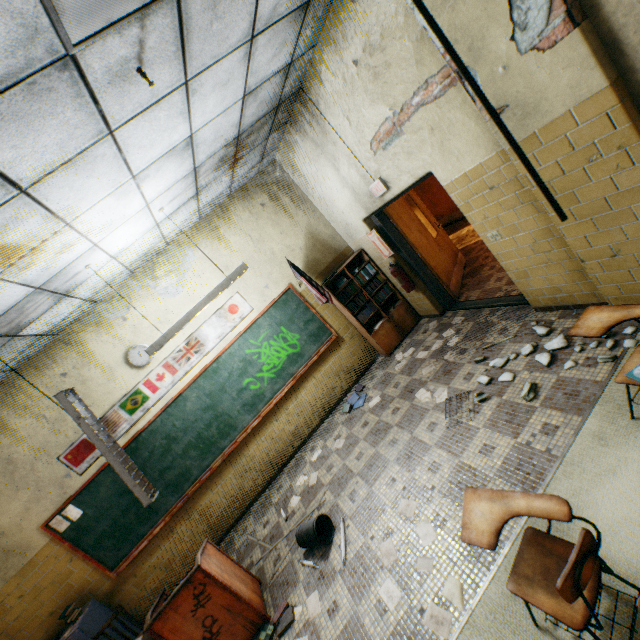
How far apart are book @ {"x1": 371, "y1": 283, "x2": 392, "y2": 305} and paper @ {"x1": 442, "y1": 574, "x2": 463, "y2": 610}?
3.9m

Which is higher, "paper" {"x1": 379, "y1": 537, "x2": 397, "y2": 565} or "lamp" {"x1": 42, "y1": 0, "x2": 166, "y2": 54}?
"lamp" {"x1": 42, "y1": 0, "x2": 166, "y2": 54}

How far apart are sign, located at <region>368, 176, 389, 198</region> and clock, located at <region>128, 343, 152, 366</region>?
4.0m

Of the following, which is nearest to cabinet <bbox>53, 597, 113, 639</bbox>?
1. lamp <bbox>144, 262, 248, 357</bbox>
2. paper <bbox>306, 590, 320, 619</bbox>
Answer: paper <bbox>306, 590, 320, 619</bbox>

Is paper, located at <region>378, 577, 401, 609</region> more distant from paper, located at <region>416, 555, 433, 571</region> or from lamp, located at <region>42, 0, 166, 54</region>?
lamp, located at <region>42, 0, 166, 54</region>

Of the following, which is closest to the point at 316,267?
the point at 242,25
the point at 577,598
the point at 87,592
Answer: the point at 242,25

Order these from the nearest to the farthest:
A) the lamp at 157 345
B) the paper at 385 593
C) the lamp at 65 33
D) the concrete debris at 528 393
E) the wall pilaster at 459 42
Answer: the lamp at 65 33, the wall pilaster at 459 42, the paper at 385 593, the concrete debris at 528 393, the lamp at 157 345

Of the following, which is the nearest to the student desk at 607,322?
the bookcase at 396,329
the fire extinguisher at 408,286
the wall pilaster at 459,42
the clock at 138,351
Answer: the wall pilaster at 459,42
